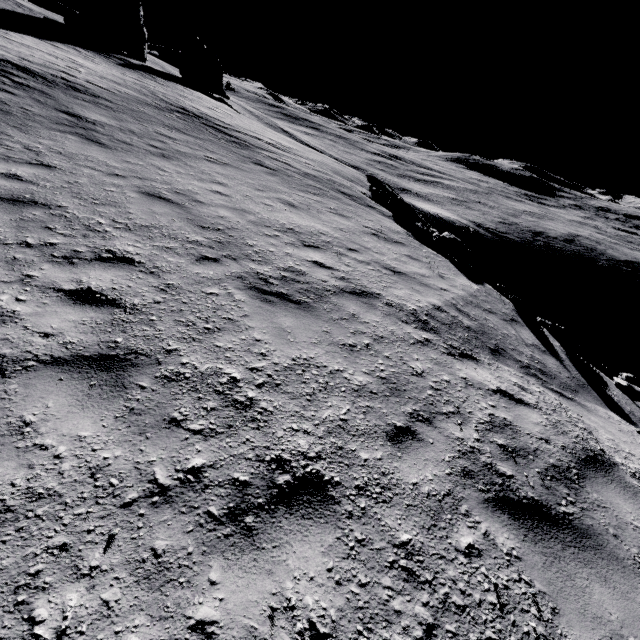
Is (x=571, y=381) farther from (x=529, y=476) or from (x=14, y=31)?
(x=14, y=31)

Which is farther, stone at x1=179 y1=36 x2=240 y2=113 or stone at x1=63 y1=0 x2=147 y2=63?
stone at x1=179 y1=36 x2=240 y2=113

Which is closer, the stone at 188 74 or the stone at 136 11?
the stone at 136 11

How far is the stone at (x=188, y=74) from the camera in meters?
44.3 m

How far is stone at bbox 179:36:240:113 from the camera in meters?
44.3 m
